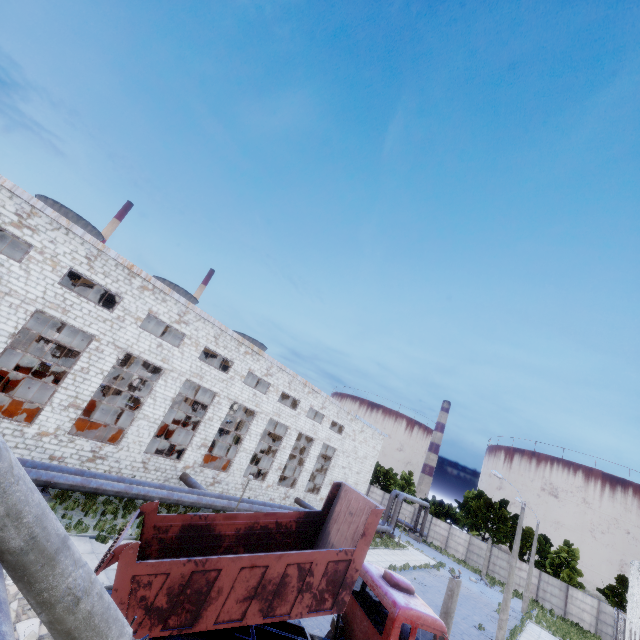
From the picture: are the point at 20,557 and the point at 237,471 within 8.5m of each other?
no

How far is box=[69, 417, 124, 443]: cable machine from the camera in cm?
1986

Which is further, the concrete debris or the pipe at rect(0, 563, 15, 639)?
the concrete debris

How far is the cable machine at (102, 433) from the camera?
19.86m

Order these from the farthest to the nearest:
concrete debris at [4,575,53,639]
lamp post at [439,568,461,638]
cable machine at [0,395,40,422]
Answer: cable machine at [0,395,40,422] → lamp post at [439,568,461,638] → concrete debris at [4,575,53,639]

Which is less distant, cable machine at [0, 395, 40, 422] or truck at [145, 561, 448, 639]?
truck at [145, 561, 448, 639]

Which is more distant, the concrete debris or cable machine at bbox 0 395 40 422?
cable machine at bbox 0 395 40 422

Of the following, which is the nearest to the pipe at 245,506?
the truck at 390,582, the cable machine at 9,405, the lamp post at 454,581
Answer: the cable machine at 9,405
